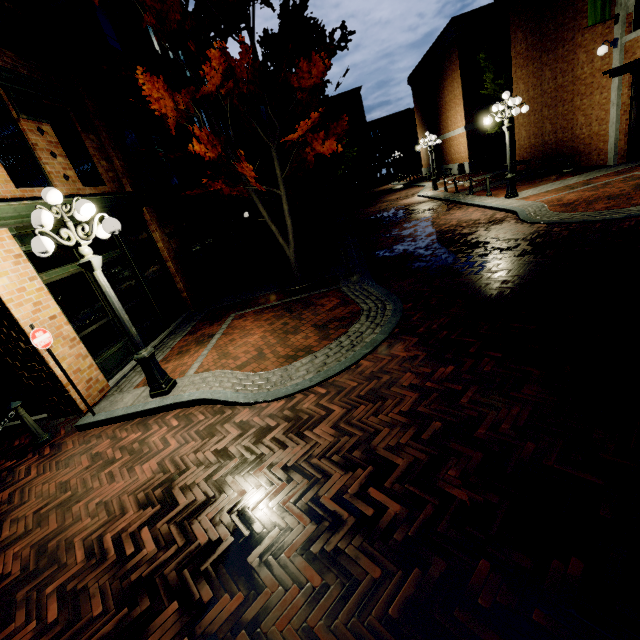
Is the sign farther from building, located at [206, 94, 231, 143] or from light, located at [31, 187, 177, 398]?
light, located at [31, 187, 177, 398]

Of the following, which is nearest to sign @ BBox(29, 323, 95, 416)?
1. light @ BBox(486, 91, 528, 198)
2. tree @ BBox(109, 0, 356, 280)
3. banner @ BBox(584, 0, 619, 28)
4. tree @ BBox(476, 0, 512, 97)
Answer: tree @ BBox(109, 0, 356, 280)

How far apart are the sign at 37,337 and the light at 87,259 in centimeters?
108cm

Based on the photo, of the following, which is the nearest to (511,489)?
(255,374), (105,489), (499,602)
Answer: (499,602)

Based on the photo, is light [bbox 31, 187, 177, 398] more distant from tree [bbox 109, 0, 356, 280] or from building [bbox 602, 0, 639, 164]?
tree [bbox 109, 0, 356, 280]

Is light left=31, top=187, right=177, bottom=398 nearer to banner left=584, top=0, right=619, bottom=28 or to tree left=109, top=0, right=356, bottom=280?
tree left=109, top=0, right=356, bottom=280

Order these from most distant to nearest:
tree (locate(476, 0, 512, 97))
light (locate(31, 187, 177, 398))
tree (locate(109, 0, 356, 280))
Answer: tree (locate(476, 0, 512, 97)), tree (locate(109, 0, 356, 280)), light (locate(31, 187, 177, 398))

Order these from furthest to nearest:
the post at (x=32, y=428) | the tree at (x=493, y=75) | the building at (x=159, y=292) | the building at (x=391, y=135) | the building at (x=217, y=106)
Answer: the building at (x=391, y=135) → the building at (x=217, y=106) → the tree at (x=493, y=75) → the building at (x=159, y=292) → the post at (x=32, y=428)
